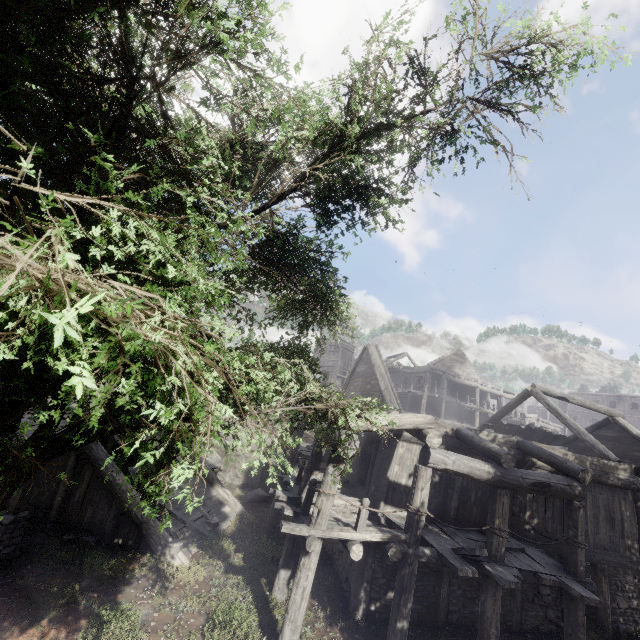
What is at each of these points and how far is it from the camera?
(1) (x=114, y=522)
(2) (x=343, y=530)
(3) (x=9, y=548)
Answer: (1) building, 10.8m
(2) building, 7.7m
(3) wooden lamp post, 8.8m

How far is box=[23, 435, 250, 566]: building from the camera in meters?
10.6 m

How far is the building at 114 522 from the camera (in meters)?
10.58

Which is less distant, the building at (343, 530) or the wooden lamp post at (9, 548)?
A: the building at (343, 530)

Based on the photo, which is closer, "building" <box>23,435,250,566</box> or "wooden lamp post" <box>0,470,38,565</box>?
"wooden lamp post" <box>0,470,38,565</box>

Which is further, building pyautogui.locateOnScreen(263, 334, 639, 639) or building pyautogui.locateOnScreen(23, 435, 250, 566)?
building pyautogui.locateOnScreen(23, 435, 250, 566)

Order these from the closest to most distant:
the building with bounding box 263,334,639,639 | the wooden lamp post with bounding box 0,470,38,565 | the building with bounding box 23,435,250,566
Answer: the building with bounding box 263,334,639,639
the wooden lamp post with bounding box 0,470,38,565
the building with bounding box 23,435,250,566
